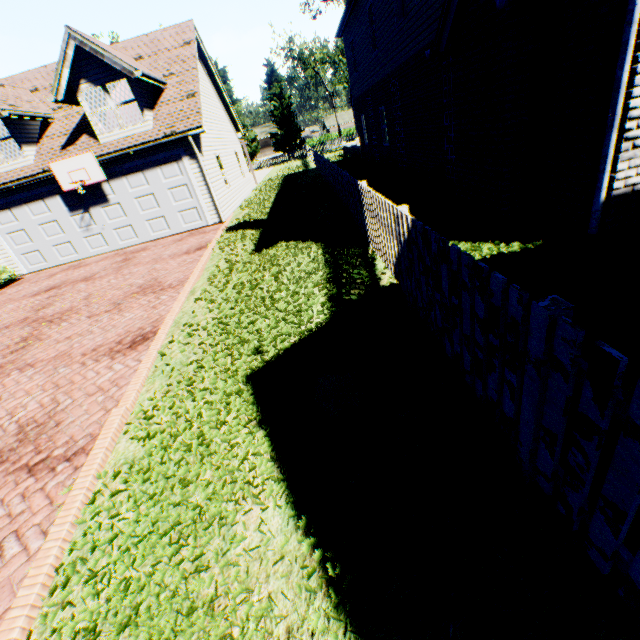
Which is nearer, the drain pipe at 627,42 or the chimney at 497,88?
the drain pipe at 627,42

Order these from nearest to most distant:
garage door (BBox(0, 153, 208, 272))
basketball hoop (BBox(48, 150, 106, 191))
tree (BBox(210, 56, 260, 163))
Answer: basketball hoop (BBox(48, 150, 106, 191)) → garage door (BBox(0, 153, 208, 272)) → tree (BBox(210, 56, 260, 163))

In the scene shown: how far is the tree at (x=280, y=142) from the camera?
42.91m

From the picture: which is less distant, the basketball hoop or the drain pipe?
the drain pipe

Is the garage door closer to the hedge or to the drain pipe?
the hedge

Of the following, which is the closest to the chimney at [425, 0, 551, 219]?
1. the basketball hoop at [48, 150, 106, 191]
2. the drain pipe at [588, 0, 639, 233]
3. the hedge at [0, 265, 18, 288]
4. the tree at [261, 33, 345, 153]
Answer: the drain pipe at [588, 0, 639, 233]

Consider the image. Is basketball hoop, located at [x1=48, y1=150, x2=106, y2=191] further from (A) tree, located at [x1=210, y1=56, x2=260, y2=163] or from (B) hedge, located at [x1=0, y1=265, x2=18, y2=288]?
(A) tree, located at [x1=210, y1=56, x2=260, y2=163]

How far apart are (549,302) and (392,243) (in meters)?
3.25
